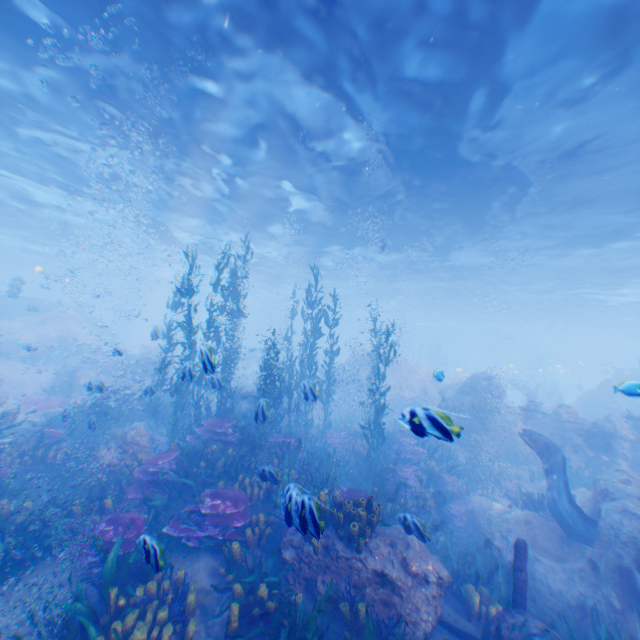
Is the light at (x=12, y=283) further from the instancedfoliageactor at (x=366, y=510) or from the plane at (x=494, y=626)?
the plane at (x=494, y=626)

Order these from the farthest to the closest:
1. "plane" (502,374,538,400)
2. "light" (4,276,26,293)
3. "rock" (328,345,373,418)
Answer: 1. "plane" (502,374,538,400)
2. "rock" (328,345,373,418)
3. "light" (4,276,26,293)

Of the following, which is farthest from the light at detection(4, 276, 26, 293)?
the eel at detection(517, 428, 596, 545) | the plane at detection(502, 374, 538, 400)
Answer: the plane at detection(502, 374, 538, 400)

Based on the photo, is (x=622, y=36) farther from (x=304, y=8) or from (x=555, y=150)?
(x=304, y=8)

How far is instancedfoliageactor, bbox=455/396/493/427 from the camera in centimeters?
1599cm

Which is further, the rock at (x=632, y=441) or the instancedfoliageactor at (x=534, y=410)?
the instancedfoliageactor at (x=534, y=410)

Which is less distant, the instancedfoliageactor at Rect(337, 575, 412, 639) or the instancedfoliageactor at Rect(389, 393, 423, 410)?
the instancedfoliageactor at Rect(389, 393, 423, 410)

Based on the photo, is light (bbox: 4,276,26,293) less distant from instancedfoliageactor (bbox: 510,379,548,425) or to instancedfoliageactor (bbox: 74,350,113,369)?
instancedfoliageactor (bbox: 510,379,548,425)
